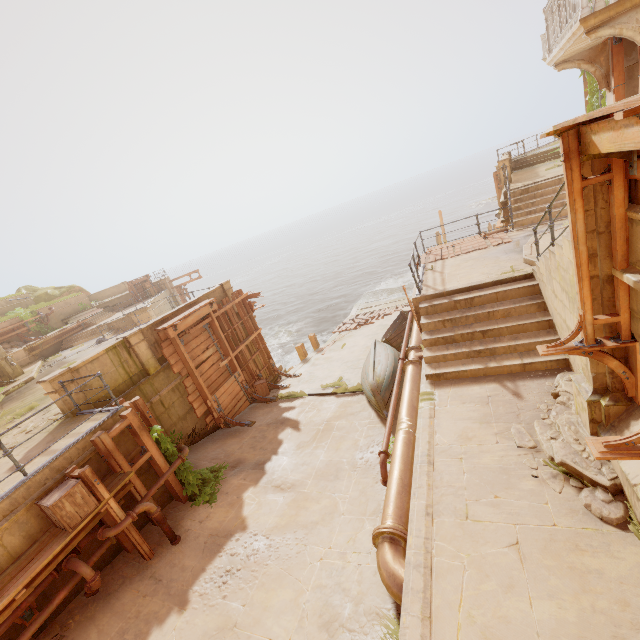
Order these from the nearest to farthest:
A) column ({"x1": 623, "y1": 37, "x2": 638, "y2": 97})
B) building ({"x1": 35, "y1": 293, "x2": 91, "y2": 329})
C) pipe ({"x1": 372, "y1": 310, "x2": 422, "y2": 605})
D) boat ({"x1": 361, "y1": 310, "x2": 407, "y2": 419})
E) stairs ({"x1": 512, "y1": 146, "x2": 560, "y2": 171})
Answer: pipe ({"x1": 372, "y1": 310, "x2": 422, "y2": 605}) < column ({"x1": 623, "y1": 37, "x2": 638, "y2": 97}) < boat ({"x1": 361, "y1": 310, "x2": 407, "y2": 419}) < stairs ({"x1": 512, "y1": 146, "x2": 560, "y2": 171}) < building ({"x1": 35, "y1": 293, "x2": 91, "y2": 329})

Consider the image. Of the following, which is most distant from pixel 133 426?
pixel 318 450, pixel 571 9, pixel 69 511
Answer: pixel 571 9

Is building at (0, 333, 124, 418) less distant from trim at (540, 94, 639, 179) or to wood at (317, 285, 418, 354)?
wood at (317, 285, 418, 354)

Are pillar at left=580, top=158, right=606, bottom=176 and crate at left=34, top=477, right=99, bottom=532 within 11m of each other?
yes

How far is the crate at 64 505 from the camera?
5.74m

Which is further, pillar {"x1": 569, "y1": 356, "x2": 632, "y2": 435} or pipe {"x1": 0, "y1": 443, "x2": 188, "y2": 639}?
pipe {"x1": 0, "y1": 443, "x2": 188, "y2": 639}

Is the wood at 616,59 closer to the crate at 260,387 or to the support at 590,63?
the support at 590,63

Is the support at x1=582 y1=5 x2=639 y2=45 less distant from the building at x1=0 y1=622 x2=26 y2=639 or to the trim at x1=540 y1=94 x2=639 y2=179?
the trim at x1=540 y1=94 x2=639 y2=179
